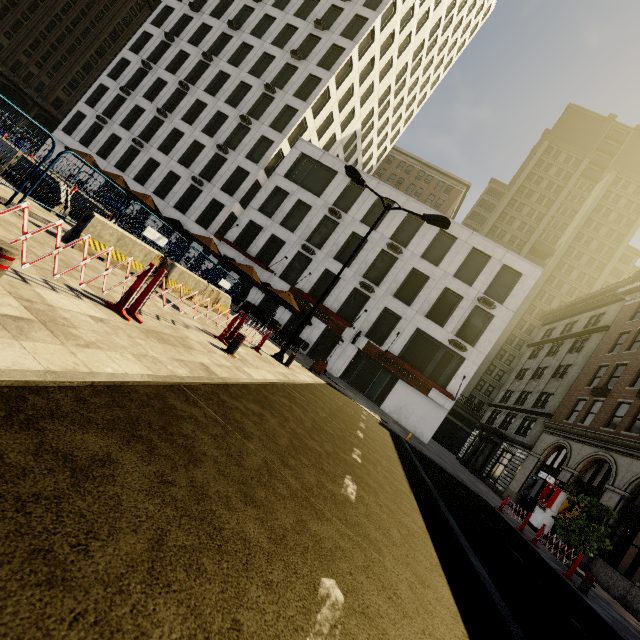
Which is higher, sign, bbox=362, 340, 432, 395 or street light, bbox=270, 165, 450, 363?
street light, bbox=270, 165, 450, 363

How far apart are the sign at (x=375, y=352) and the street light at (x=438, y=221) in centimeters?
1380cm

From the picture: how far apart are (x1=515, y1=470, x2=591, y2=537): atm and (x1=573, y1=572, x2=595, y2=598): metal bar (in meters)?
9.68

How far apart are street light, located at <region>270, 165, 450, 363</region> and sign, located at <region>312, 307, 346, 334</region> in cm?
1377

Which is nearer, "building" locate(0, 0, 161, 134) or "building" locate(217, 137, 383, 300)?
"building" locate(217, 137, 383, 300)

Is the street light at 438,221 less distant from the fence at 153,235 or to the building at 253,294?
the fence at 153,235

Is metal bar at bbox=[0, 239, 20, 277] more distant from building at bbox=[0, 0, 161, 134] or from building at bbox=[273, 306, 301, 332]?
building at bbox=[0, 0, 161, 134]

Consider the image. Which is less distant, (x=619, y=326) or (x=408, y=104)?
(x=619, y=326)
